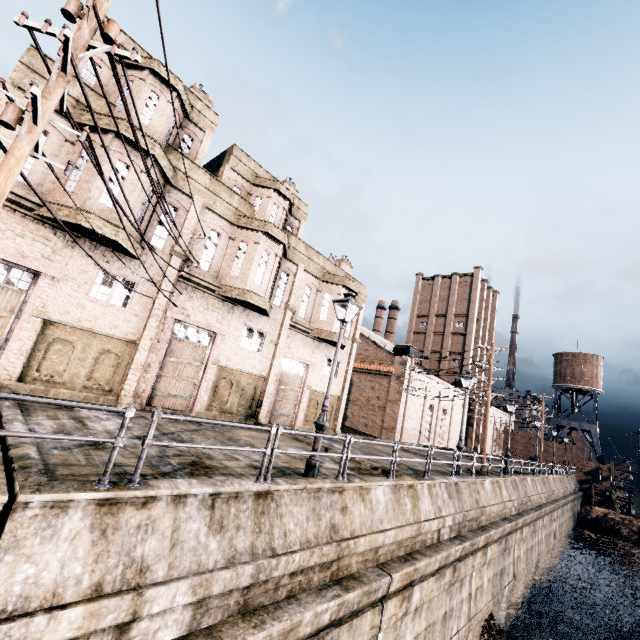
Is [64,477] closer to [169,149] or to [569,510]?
[169,149]

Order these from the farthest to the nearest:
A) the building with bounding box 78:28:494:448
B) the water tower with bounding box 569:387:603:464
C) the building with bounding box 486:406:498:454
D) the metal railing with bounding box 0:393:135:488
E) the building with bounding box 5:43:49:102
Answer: the building with bounding box 486:406:498:454, the water tower with bounding box 569:387:603:464, the building with bounding box 78:28:494:448, the building with bounding box 5:43:49:102, the metal railing with bounding box 0:393:135:488

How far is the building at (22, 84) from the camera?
11.75m

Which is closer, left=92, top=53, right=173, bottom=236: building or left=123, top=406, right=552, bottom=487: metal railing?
left=123, top=406, right=552, bottom=487: metal railing

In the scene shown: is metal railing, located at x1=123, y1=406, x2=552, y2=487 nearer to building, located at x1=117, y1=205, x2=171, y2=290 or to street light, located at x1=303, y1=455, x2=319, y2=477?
street light, located at x1=303, y1=455, x2=319, y2=477

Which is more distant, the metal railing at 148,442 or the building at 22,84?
the building at 22,84
